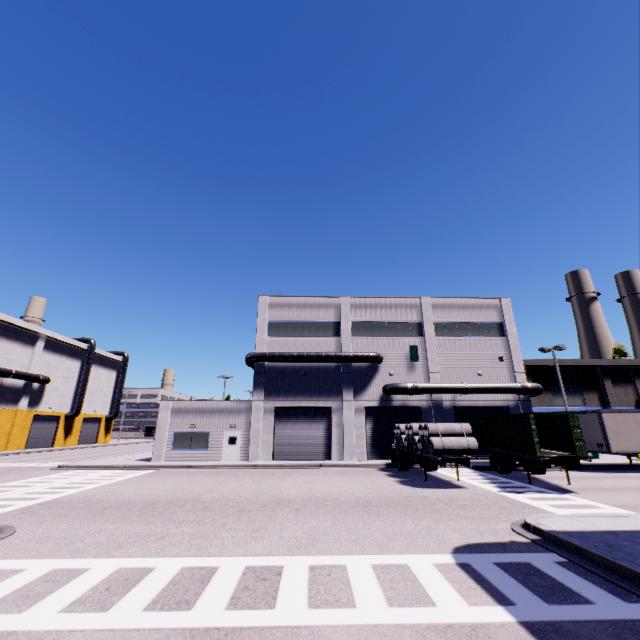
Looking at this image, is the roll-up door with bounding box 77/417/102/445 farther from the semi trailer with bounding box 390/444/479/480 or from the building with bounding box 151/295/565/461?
the semi trailer with bounding box 390/444/479/480

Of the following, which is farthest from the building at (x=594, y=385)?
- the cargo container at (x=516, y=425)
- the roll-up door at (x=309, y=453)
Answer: the cargo container at (x=516, y=425)

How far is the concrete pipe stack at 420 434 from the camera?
16.4 meters

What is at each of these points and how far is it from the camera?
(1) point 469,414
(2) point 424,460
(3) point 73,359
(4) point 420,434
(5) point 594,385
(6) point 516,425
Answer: (1) roll-up door, 28.81m
(2) semi trailer, 18.41m
(3) building, 50.72m
(4) concrete pipe stack, 18.50m
(5) building, 40.03m
(6) cargo container, 18.47m

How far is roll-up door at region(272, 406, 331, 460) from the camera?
27.38m

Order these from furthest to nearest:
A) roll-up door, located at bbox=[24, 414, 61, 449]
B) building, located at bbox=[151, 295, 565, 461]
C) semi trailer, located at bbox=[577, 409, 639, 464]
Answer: roll-up door, located at bbox=[24, 414, 61, 449]
building, located at bbox=[151, 295, 565, 461]
semi trailer, located at bbox=[577, 409, 639, 464]

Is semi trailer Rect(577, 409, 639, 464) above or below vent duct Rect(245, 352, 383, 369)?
below

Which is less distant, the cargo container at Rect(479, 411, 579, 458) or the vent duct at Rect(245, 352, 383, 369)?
the cargo container at Rect(479, 411, 579, 458)
